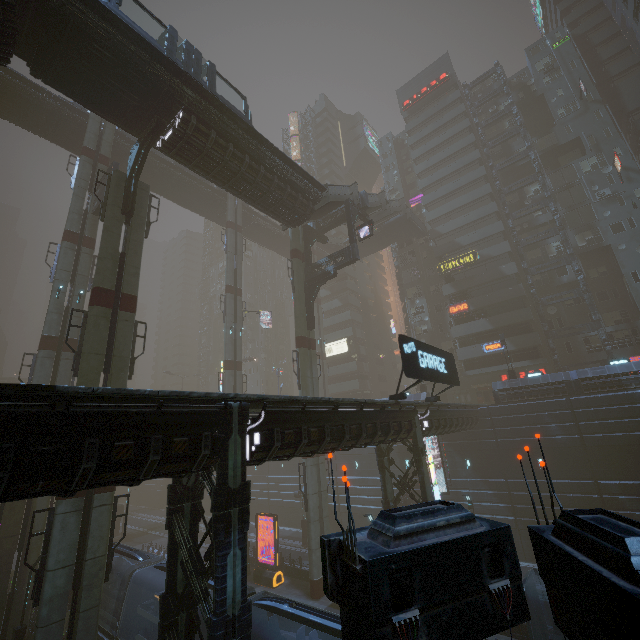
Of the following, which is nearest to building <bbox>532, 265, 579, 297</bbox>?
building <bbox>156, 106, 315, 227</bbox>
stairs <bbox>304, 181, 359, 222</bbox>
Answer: stairs <bbox>304, 181, 359, 222</bbox>

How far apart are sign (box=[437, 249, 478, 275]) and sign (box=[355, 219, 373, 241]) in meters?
20.0 m

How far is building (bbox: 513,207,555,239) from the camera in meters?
40.5 m

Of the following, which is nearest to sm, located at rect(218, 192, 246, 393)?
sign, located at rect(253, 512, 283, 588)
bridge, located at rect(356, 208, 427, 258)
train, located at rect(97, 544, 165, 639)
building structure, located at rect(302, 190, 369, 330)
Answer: building structure, located at rect(302, 190, 369, 330)

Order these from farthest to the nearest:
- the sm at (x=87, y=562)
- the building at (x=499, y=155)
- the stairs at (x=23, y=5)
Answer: the building at (x=499, y=155) → the stairs at (x=23, y=5) → the sm at (x=87, y=562)

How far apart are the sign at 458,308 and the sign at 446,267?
4.3 meters

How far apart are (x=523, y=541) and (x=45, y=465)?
32.7m

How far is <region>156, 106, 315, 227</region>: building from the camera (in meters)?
19.02
